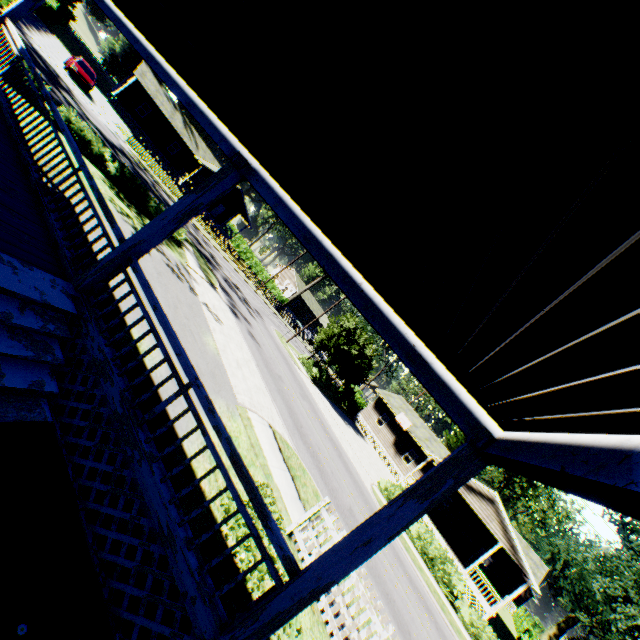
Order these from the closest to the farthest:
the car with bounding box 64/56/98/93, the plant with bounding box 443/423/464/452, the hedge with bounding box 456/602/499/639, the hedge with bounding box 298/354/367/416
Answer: the hedge with bounding box 456/602/499/639
the car with bounding box 64/56/98/93
the hedge with bounding box 298/354/367/416
the plant with bounding box 443/423/464/452

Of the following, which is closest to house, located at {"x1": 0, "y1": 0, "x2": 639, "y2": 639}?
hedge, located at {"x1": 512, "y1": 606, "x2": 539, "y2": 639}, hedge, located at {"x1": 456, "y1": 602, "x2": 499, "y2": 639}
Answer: hedge, located at {"x1": 456, "y1": 602, "x2": 499, "y2": 639}

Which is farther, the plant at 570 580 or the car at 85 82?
the car at 85 82

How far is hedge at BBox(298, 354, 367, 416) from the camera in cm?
2991

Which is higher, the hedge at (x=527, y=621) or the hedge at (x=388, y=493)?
the hedge at (x=527, y=621)

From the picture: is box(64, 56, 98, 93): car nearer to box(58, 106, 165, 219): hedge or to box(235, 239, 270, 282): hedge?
box(58, 106, 165, 219): hedge

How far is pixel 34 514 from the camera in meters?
3.4 m

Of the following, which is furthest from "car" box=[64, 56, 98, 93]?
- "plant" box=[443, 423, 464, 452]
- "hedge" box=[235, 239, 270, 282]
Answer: "plant" box=[443, 423, 464, 452]
